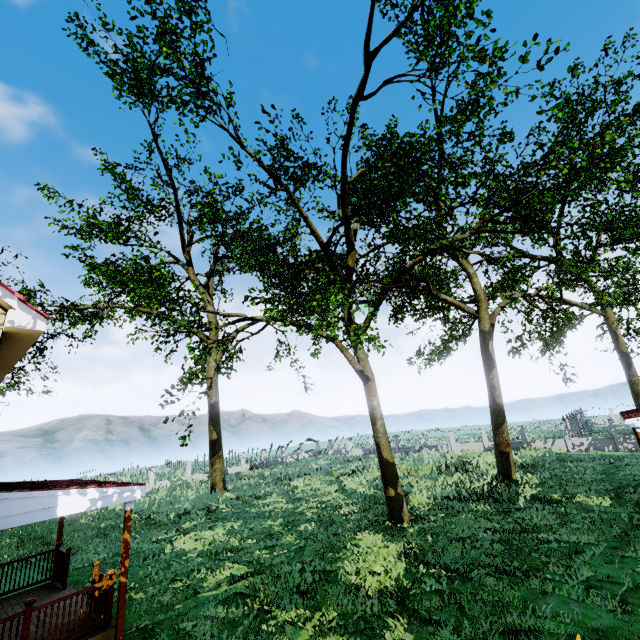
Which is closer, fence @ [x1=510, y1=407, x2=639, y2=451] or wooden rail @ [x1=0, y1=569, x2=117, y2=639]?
wooden rail @ [x1=0, y1=569, x2=117, y2=639]

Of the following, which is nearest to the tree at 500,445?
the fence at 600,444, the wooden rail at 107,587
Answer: the fence at 600,444

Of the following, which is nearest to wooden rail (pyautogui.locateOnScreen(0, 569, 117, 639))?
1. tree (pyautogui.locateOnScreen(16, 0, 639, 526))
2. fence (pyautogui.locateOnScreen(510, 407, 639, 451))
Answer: tree (pyautogui.locateOnScreen(16, 0, 639, 526))

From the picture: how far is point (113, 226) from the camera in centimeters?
2653cm

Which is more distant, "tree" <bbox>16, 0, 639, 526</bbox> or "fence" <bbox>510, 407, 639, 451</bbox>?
"fence" <bbox>510, 407, 639, 451</bbox>

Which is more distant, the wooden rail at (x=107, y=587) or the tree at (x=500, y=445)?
the tree at (x=500, y=445)

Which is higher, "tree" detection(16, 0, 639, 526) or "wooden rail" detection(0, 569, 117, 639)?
"tree" detection(16, 0, 639, 526)

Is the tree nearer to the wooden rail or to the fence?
the fence
